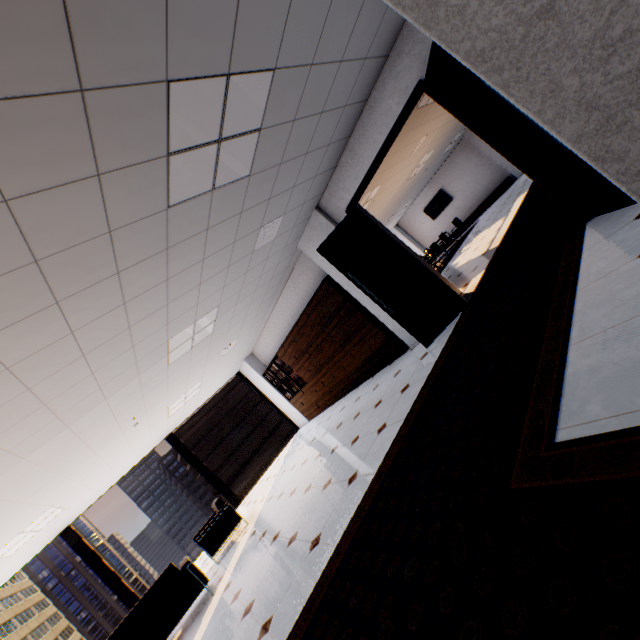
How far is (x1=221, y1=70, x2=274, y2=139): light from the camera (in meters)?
2.37

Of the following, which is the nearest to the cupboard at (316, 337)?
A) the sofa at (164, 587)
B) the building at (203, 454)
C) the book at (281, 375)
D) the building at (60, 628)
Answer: the book at (281, 375)

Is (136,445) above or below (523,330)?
above

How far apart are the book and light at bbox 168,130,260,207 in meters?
6.6

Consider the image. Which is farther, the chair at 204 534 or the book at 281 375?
the book at 281 375

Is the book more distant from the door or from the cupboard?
the door

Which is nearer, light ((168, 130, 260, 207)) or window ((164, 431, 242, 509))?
light ((168, 130, 260, 207))

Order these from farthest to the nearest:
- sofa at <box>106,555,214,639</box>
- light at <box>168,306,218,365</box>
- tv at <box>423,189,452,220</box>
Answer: tv at <box>423,189,452,220</box>
light at <box>168,306,218,365</box>
sofa at <box>106,555,214,639</box>
